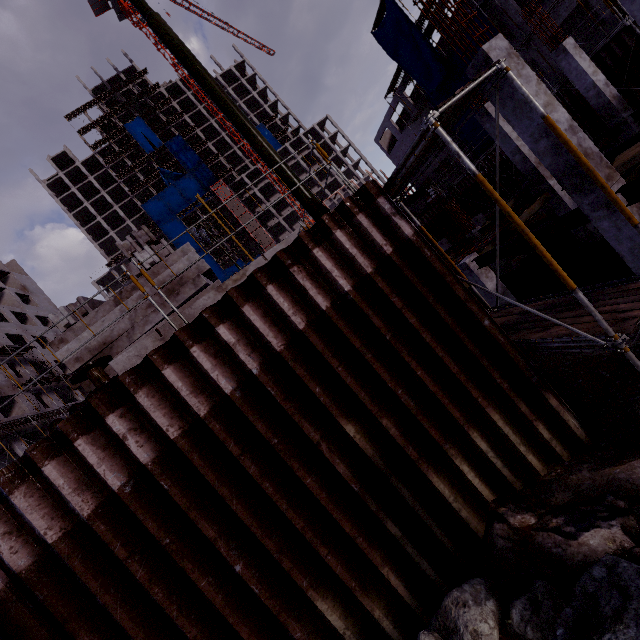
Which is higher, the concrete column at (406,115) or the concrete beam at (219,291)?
the concrete column at (406,115)

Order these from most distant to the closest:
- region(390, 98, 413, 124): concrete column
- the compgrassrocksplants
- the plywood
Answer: region(390, 98, 413, 124): concrete column, the plywood, the compgrassrocksplants

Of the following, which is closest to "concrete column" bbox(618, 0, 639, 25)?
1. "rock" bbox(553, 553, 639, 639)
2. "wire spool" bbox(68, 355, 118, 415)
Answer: "rock" bbox(553, 553, 639, 639)

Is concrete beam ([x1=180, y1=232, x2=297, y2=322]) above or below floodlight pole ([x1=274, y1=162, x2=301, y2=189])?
below

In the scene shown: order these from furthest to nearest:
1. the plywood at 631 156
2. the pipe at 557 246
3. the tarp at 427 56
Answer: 1. the tarp at 427 56
2. the pipe at 557 246
3. the plywood at 631 156

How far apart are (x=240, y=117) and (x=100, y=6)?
81.68m

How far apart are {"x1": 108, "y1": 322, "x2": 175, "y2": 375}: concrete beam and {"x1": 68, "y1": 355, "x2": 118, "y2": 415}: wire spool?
1.0m
